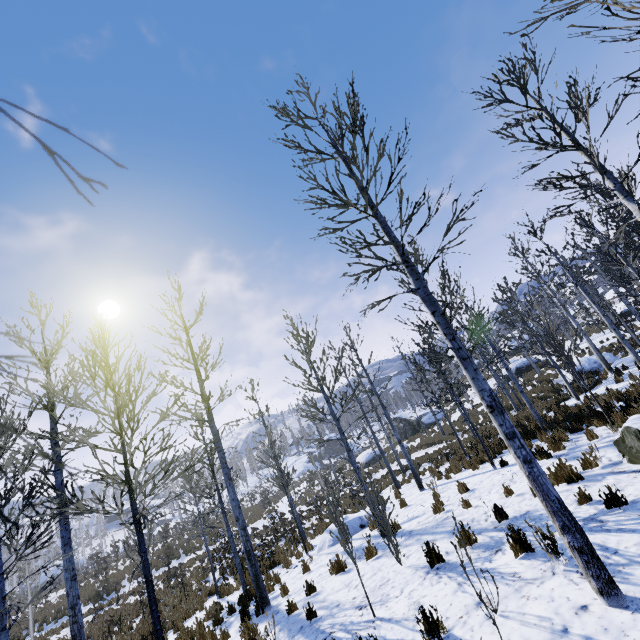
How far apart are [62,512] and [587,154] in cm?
1116

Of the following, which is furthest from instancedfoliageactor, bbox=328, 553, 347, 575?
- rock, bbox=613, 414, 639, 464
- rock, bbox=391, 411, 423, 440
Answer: rock, bbox=391, 411, 423, 440

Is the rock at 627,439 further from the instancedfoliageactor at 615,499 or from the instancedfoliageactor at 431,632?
the instancedfoliageactor at 615,499

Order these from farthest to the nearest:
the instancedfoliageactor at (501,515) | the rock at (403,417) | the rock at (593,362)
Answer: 1. the rock at (403,417)
2. the rock at (593,362)
3. the instancedfoliageactor at (501,515)

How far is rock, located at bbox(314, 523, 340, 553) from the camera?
11.6m

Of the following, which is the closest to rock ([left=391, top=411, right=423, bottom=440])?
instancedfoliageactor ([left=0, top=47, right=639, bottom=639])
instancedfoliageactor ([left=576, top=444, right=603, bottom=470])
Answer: instancedfoliageactor ([left=0, top=47, right=639, bottom=639])

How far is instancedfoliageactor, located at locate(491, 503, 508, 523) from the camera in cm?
627

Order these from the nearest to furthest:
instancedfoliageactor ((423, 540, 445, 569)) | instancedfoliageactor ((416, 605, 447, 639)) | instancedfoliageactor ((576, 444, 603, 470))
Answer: instancedfoliageactor ((416, 605, 447, 639)) → instancedfoliageactor ((423, 540, 445, 569)) → instancedfoliageactor ((576, 444, 603, 470))
